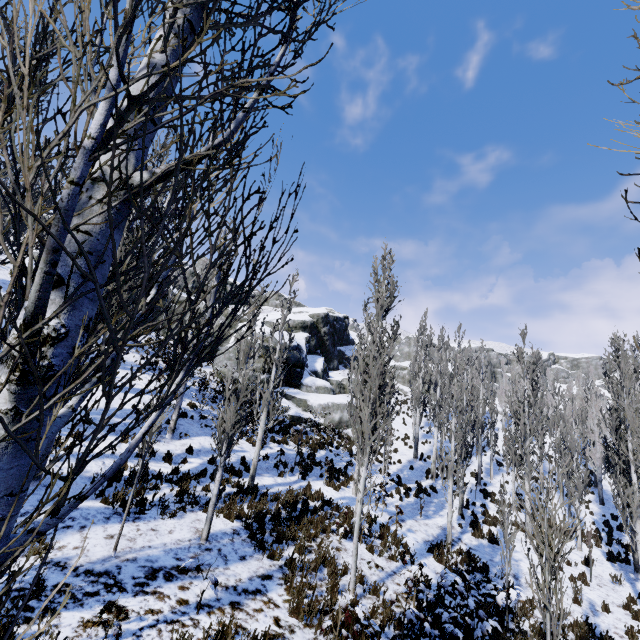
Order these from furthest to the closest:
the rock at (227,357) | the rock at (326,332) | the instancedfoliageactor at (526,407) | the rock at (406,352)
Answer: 1. the rock at (406,352)
2. the rock at (326,332)
3. the rock at (227,357)
4. the instancedfoliageactor at (526,407)

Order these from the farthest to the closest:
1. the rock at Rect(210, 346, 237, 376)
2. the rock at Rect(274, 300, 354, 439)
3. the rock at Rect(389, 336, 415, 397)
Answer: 1. the rock at Rect(389, 336, 415, 397)
2. the rock at Rect(274, 300, 354, 439)
3. the rock at Rect(210, 346, 237, 376)

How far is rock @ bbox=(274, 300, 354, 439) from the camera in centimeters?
2427cm

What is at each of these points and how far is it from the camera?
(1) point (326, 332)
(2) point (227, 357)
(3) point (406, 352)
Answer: (1) rock, 41.69m
(2) rock, 23.98m
(3) rock, 58.47m

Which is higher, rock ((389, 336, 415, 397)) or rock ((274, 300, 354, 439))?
rock ((389, 336, 415, 397))

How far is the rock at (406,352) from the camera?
46.5m

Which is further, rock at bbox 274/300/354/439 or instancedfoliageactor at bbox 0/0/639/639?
rock at bbox 274/300/354/439
